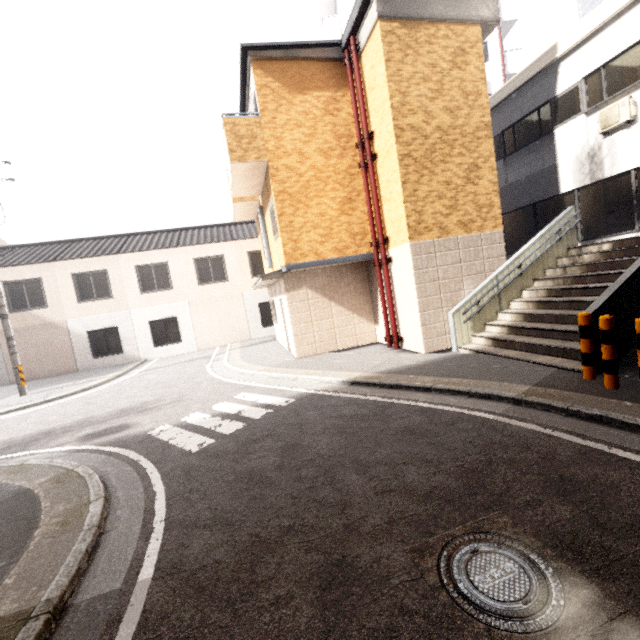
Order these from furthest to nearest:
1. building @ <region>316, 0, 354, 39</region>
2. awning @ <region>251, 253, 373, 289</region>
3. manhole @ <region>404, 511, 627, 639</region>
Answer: building @ <region>316, 0, 354, 39</region>
awning @ <region>251, 253, 373, 289</region>
manhole @ <region>404, 511, 627, 639</region>

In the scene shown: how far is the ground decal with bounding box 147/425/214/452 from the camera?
5.4 meters

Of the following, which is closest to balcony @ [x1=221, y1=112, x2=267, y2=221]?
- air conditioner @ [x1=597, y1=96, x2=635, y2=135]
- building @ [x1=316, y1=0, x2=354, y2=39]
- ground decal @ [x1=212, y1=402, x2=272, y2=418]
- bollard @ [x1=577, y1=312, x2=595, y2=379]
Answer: ground decal @ [x1=212, y1=402, x2=272, y2=418]

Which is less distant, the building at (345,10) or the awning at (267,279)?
the awning at (267,279)

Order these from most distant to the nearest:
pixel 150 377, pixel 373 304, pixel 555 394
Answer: pixel 150 377 < pixel 373 304 < pixel 555 394

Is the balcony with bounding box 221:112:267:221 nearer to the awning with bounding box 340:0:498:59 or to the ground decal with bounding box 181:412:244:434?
the awning with bounding box 340:0:498:59

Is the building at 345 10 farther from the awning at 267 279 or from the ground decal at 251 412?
the ground decal at 251 412

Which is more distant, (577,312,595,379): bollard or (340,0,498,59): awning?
(340,0,498,59): awning
